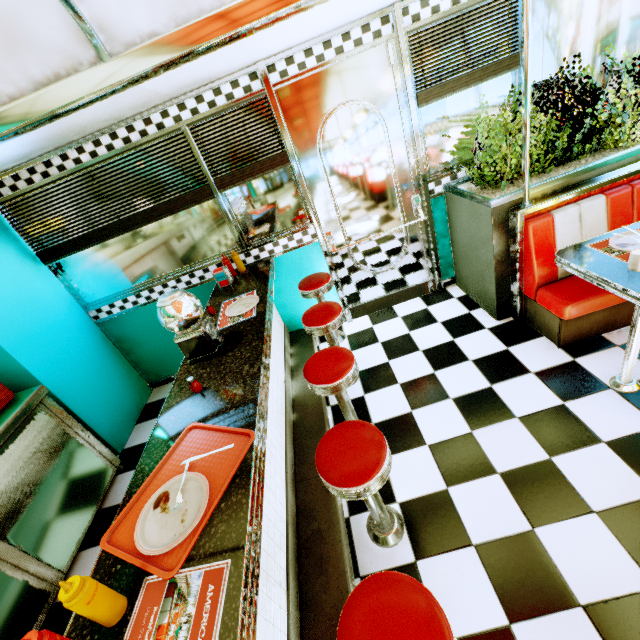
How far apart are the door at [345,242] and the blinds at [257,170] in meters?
0.1

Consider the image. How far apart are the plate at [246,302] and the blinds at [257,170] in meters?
1.1

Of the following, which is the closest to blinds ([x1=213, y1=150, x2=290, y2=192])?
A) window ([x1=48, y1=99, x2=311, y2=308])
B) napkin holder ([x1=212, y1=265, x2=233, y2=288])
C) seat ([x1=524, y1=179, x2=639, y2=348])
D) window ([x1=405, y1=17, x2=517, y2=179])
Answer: window ([x1=48, y1=99, x2=311, y2=308])

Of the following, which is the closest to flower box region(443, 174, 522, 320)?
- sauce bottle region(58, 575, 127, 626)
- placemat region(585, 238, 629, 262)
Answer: placemat region(585, 238, 629, 262)

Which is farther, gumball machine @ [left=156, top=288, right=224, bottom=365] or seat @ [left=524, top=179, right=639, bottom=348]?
seat @ [left=524, top=179, right=639, bottom=348]

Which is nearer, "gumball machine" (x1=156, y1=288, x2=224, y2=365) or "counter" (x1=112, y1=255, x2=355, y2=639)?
"counter" (x1=112, y1=255, x2=355, y2=639)

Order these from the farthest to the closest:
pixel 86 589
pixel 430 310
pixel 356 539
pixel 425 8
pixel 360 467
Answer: pixel 430 310
pixel 425 8
pixel 356 539
pixel 360 467
pixel 86 589

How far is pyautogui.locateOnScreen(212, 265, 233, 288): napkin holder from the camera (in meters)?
3.04
